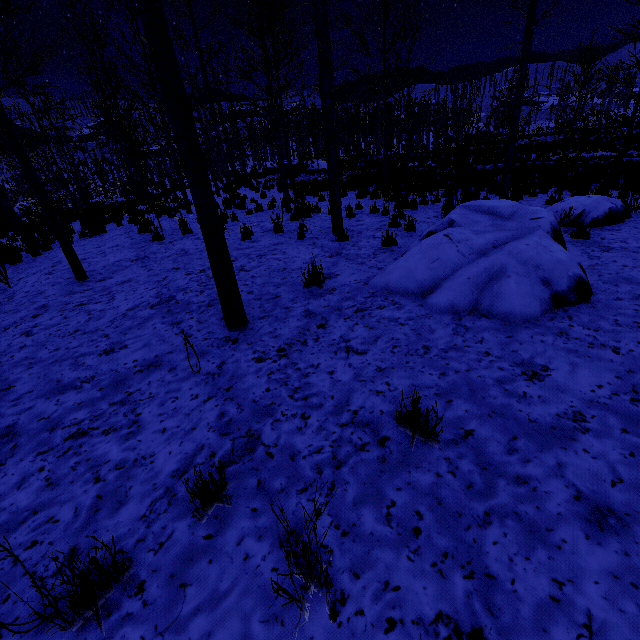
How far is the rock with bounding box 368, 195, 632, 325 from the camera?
3.5 meters

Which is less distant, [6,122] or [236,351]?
[236,351]

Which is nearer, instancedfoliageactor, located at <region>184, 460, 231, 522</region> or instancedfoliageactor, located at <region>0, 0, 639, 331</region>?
instancedfoliageactor, located at <region>184, 460, 231, 522</region>

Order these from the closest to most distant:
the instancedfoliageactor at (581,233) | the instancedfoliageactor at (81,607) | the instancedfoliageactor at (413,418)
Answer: the instancedfoliageactor at (81,607) → the instancedfoliageactor at (413,418) → the instancedfoliageactor at (581,233)

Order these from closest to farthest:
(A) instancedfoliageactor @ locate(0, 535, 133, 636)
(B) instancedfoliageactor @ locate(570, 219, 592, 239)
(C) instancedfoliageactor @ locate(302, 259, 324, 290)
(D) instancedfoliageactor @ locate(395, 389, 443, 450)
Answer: (A) instancedfoliageactor @ locate(0, 535, 133, 636) < (D) instancedfoliageactor @ locate(395, 389, 443, 450) < (C) instancedfoliageactor @ locate(302, 259, 324, 290) < (B) instancedfoliageactor @ locate(570, 219, 592, 239)

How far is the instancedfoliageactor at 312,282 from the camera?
4.5 meters

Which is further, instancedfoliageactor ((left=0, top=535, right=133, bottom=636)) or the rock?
the rock

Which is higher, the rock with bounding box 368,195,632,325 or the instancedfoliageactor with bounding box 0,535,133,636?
the rock with bounding box 368,195,632,325
